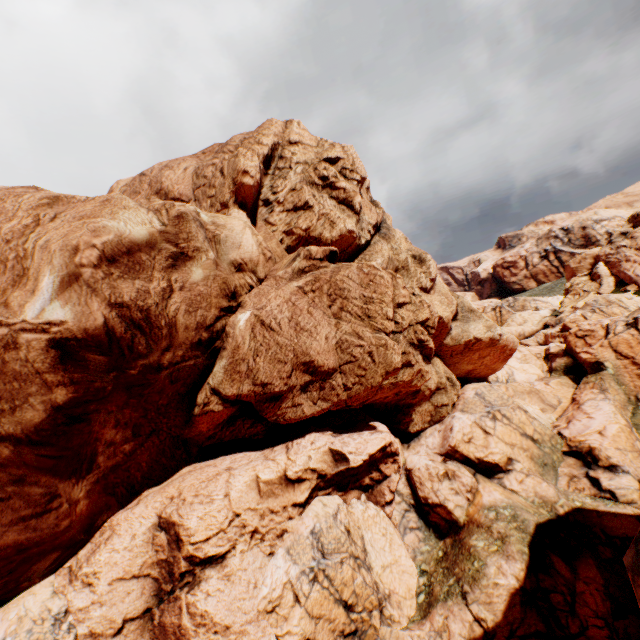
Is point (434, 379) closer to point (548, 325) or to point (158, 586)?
point (158, 586)
